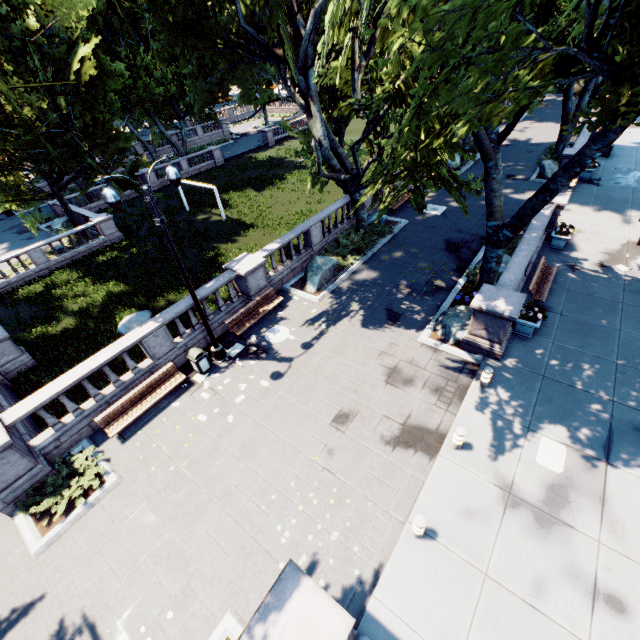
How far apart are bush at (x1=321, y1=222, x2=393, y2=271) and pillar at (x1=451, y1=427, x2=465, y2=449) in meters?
11.2

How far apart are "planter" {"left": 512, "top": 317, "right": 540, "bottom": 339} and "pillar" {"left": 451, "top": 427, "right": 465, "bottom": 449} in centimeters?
535cm

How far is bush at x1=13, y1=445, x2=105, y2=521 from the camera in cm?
909

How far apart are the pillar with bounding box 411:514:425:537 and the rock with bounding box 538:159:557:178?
26.9m

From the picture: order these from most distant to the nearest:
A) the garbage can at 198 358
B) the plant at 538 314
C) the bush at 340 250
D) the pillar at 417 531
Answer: the bush at 340 250 → the garbage can at 198 358 → the plant at 538 314 → the pillar at 417 531

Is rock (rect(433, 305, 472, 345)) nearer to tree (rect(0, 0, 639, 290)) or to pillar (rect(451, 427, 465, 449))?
tree (rect(0, 0, 639, 290))

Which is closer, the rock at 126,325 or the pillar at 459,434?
the pillar at 459,434

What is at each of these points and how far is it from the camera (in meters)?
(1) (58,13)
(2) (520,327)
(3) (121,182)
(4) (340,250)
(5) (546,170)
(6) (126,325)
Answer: (1) tree, 19.23
(2) planter, 12.13
(3) tree, 22.55
(4) bush, 17.92
(5) rock, 23.91
(6) rock, 18.00
